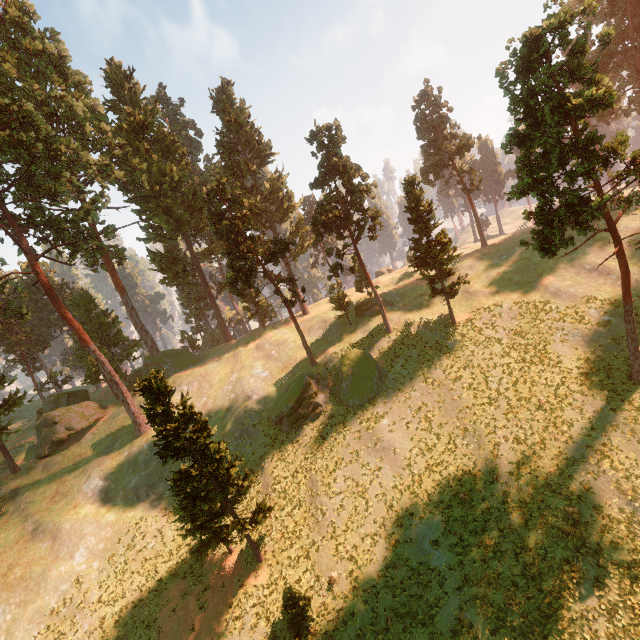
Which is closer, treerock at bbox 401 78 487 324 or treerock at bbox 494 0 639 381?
treerock at bbox 494 0 639 381

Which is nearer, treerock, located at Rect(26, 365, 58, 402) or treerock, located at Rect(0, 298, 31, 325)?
treerock, located at Rect(0, 298, 31, 325)

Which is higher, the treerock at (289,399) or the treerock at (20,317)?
the treerock at (20,317)

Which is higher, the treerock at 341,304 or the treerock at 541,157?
the treerock at 541,157

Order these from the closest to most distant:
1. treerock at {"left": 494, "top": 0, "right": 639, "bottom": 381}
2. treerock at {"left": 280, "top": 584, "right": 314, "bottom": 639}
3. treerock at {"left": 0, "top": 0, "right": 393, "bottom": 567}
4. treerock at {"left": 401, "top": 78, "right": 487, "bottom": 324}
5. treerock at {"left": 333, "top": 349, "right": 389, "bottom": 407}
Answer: treerock at {"left": 494, "top": 0, "right": 639, "bottom": 381} → treerock at {"left": 280, "top": 584, "right": 314, "bottom": 639} → treerock at {"left": 0, "top": 0, "right": 393, "bottom": 567} → treerock at {"left": 333, "top": 349, "right": 389, "bottom": 407} → treerock at {"left": 401, "top": 78, "right": 487, "bottom": 324}

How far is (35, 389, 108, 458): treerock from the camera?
40.03m

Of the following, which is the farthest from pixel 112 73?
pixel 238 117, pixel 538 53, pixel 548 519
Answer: pixel 548 519
